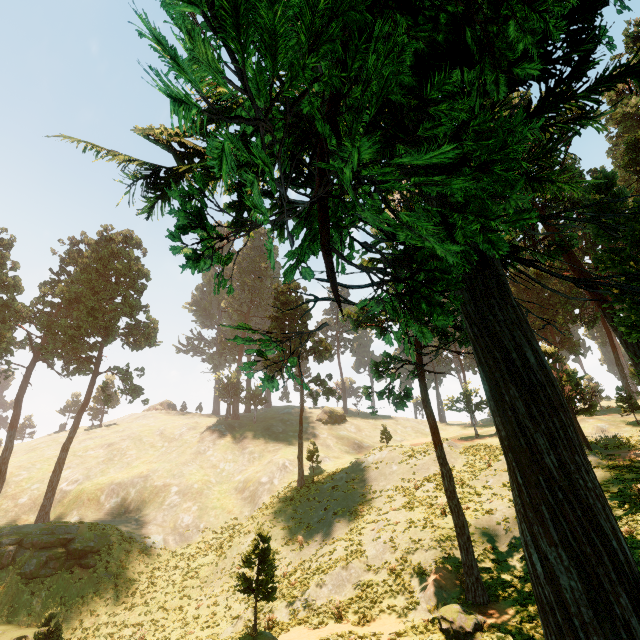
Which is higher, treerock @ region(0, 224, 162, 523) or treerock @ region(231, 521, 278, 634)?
treerock @ region(0, 224, 162, 523)

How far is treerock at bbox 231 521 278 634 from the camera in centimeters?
1287cm

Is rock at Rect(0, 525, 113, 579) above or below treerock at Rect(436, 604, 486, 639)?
above

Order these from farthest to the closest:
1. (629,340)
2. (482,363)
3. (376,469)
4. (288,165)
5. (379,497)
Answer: (376,469), (379,497), (629,340), (482,363), (288,165)

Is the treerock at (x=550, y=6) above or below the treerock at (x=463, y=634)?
above

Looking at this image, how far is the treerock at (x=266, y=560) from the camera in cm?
→ 1287

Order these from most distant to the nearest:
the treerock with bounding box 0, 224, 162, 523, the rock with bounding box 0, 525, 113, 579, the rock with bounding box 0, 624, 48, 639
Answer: the treerock with bounding box 0, 224, 162, 523
the rock with bounding box 0, 525, 113, 579
the rock with bounding box 0, 624, 48, 639
